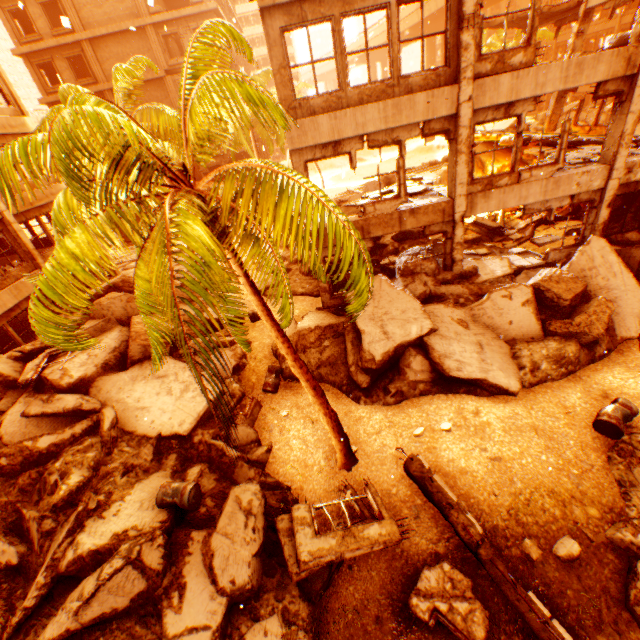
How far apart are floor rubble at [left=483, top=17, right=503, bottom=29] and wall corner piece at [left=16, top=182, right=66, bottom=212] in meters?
26.2

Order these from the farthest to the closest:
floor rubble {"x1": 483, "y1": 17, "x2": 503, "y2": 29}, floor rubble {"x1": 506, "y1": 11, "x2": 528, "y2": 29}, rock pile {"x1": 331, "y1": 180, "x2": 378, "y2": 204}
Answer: rock pile {"x1": 331, "y1": 180, "x2": 378, "y2": 204}
floor rubble {"x1": 483, "y1": 17, "x2": 503, "y2": 29}
floor rubble {"x1": 506, "y1": 11, "x2": 528, "y2": 29}

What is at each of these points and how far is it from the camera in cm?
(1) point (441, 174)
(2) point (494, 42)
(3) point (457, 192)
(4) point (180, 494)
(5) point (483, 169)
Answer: (1) rock pile, 2272
(2) rubble, 3503
(3) pillar, 1003
(4) metal barrel, 709
(5) rock pile, 2102

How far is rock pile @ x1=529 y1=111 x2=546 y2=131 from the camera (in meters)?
26.09

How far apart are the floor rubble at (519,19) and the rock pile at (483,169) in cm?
615

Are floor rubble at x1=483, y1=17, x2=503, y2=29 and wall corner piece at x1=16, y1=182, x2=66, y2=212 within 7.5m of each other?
no

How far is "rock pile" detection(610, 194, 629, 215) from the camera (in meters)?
12.84

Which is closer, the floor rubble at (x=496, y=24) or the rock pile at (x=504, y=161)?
the floor rubble at (x=496, y=24)
